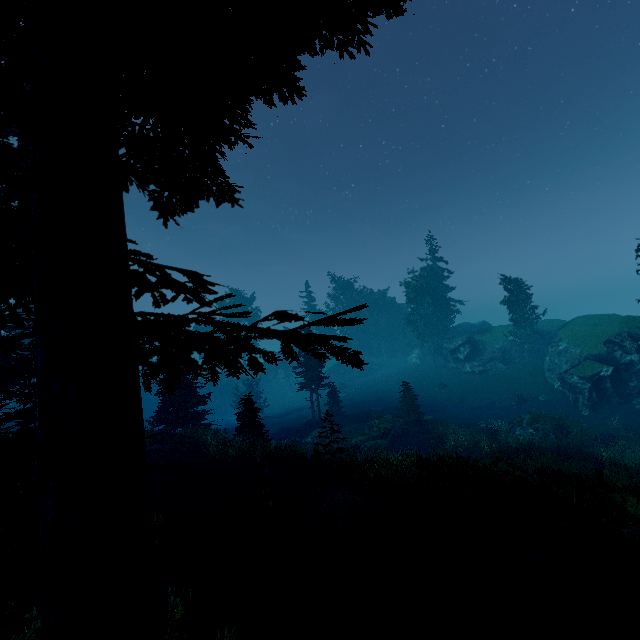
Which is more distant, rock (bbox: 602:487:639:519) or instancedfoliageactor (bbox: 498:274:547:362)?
instancedfoliageactor (bbox: 498:274:547:362)

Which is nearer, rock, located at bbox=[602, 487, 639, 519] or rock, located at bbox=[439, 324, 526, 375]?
rock, located at bbox=[602, 487, 639, 519]

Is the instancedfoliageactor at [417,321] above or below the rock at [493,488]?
above

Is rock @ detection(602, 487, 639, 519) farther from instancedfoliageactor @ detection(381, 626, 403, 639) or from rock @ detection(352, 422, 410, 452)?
rock @ detection(352, 422, 410, 452)

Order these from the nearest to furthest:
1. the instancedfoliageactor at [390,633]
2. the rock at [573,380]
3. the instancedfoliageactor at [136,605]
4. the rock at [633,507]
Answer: the instancedfoliageactor at [136,605] → the instancedfoliageactor at [390,633] → the rock at [633,507] → the rock at [573,380]

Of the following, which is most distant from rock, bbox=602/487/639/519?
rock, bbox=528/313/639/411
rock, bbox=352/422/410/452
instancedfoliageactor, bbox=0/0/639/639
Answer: rock, bbox=528/313/639/411

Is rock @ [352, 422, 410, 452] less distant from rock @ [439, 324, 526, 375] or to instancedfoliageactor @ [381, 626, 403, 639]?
instancedfoliageactor @ [381, 626, 403, 639]

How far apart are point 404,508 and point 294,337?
13.0m
